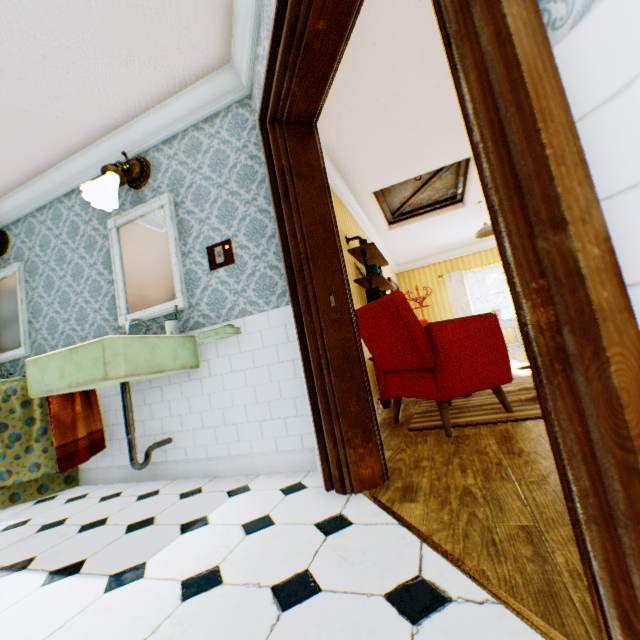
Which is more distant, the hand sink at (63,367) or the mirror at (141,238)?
the mirror at (141,238)

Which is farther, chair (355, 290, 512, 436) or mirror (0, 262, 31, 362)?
mirror (0, 262, 31, 362)

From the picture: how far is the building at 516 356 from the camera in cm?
615

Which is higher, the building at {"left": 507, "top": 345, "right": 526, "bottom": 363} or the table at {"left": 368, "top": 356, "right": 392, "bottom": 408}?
the table at {"left": 368, "top": 356, "right": 392, "bottom": 408}

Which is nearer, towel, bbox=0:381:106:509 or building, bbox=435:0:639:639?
building, bbox=435:0:639:639

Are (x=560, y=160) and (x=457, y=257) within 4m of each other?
no

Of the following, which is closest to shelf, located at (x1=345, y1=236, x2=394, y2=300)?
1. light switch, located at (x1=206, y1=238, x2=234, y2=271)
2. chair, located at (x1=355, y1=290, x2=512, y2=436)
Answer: chair, located at (x1=355, y1=290, x2=512, y2=436)

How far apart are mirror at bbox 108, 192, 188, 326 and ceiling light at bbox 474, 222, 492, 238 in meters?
5.6 m
